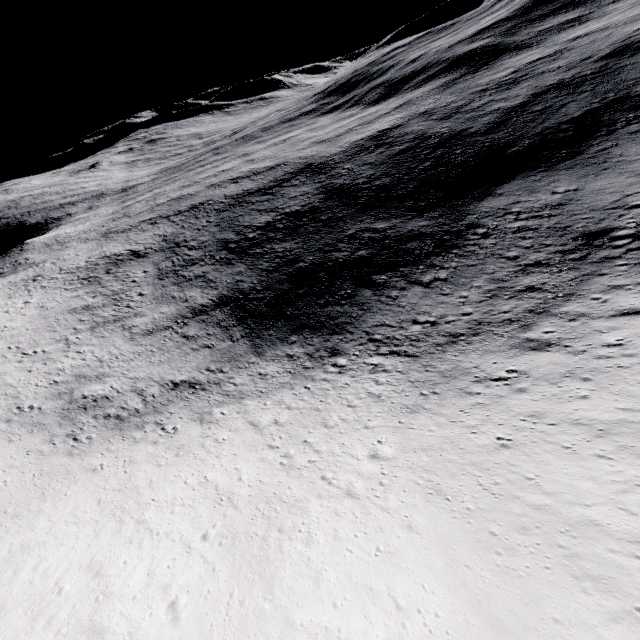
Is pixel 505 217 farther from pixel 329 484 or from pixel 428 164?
pixel 329 484
